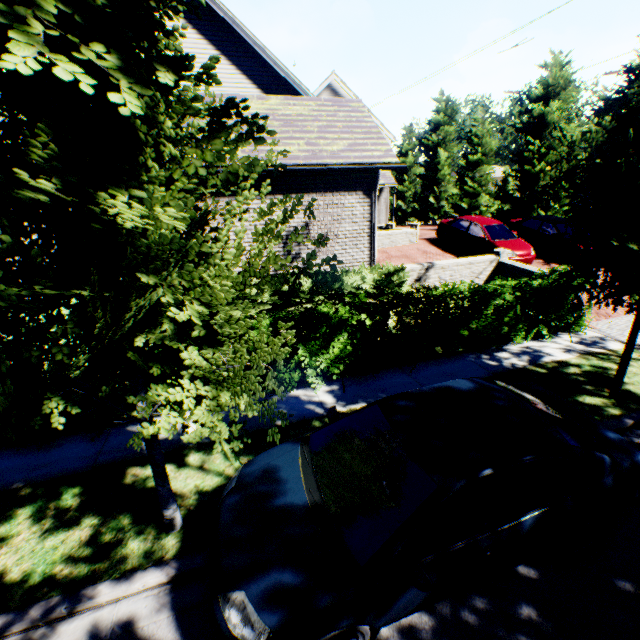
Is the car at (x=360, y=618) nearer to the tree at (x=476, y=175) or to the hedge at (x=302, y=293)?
the tree at (x=476, y=175)

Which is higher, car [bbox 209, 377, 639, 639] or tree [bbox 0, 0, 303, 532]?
tree [bbox 0, 0, 303, 532]

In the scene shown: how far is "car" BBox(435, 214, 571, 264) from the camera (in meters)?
13.96

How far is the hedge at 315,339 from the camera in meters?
6.8

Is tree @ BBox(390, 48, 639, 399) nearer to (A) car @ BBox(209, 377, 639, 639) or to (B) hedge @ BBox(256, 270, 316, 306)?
(A) car @ BBox(209, 377, 639, 639)

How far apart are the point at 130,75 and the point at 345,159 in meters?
8.5

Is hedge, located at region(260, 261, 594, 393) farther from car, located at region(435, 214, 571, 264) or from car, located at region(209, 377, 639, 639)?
car, located at region(435, 214, 571, 264)

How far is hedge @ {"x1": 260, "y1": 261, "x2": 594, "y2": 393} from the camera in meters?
6.8
